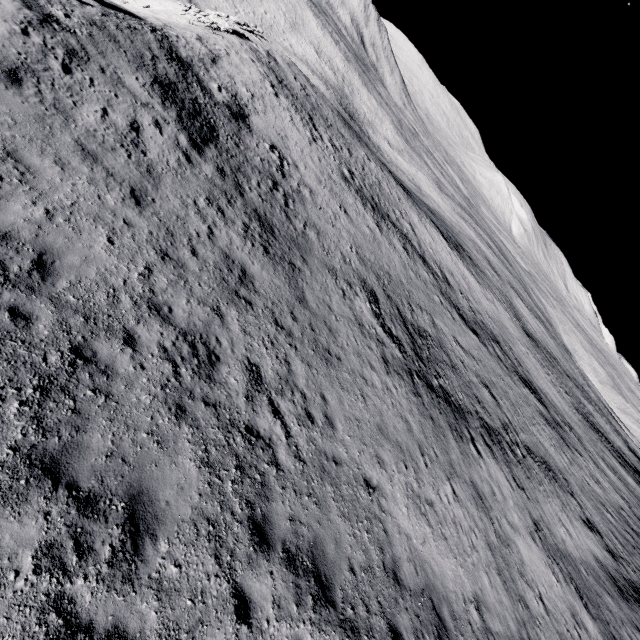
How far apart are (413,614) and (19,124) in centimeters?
1653cm
